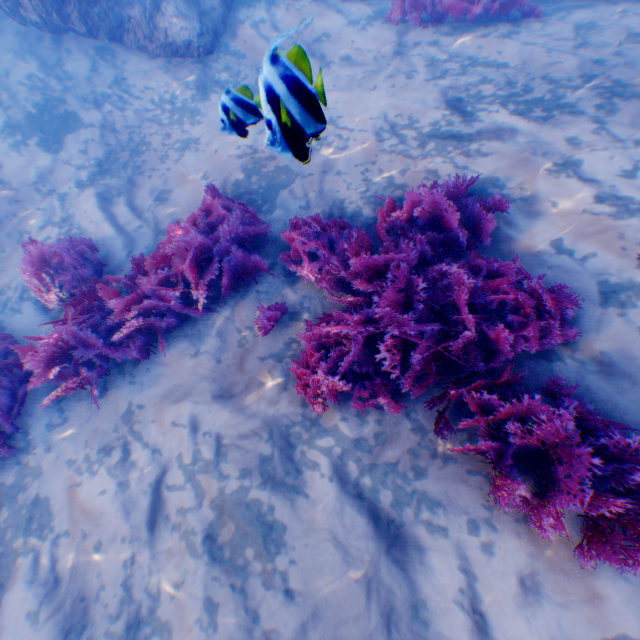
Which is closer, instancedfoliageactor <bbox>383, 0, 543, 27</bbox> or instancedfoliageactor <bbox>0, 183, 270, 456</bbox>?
instancedfoliageactor <bbox>0, 183, 270, 456</bbox>

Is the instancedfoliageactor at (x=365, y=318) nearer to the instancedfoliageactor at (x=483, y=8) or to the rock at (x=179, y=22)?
the rock at (x=179, y=22)

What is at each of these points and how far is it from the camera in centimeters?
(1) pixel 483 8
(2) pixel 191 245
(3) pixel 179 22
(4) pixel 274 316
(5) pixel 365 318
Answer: Answer:
(1) instancedfoliageactor, 584cm
(2) instancedfoliageactor, 407cm
(3) rock, 678cm
(4) instancedfoliageactor, 369cm
(5) instancedfoliageactor, 310cm

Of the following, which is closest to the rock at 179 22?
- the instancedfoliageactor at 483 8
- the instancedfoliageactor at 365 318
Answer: the instancedfoliageactor at 483 8

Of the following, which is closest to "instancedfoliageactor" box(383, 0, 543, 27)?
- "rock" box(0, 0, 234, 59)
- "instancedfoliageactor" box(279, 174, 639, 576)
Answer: "rock" box(0, 0, 234, 59)

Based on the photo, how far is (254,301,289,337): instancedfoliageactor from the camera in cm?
367

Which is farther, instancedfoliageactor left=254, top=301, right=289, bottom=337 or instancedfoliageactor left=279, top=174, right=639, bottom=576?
instancedfoliageactor left=254, top=301, right=289, bottom=337

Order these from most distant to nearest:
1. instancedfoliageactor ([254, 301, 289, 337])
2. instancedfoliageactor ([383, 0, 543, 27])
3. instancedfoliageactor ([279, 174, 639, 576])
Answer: instancedfoliageactor ([383, 0, 543, 27])
instancedfoliageactor ([254, 301, 289, 337])
instancedfoliageactor ([279, 174, 639, 576])
